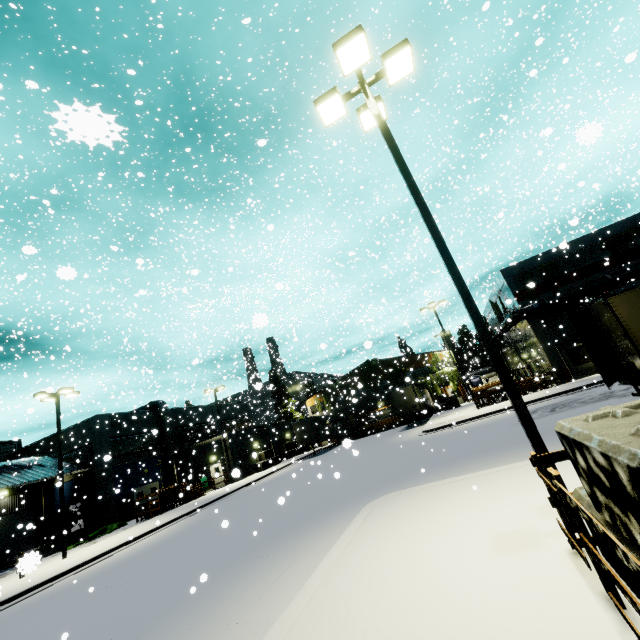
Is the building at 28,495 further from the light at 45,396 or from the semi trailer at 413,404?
the light at 45,396

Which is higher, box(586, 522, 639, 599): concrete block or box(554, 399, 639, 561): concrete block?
box(554, 399, 639, 561): concrete block

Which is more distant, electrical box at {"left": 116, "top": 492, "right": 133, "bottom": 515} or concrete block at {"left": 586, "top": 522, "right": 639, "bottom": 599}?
electrical box at {"left": 116, "top": 492, "right": 133, "bottom": 515}

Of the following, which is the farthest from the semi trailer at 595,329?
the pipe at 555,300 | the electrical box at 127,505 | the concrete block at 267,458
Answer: the electrical box at 127,505

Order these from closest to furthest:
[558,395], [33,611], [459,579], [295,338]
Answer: [459,579] → [295,338] → [33,611] → [558,395]

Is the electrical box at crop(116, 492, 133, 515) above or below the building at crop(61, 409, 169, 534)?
below

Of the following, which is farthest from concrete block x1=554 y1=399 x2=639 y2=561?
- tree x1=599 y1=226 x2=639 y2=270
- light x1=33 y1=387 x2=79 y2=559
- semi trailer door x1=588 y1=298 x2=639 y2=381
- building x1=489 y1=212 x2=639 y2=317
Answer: tree x1=599 y1=226 x2=639 y2=270

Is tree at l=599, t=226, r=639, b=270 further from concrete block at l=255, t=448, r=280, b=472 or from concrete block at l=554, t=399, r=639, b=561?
concrete block at l=554, t=399, r=639, b=561
